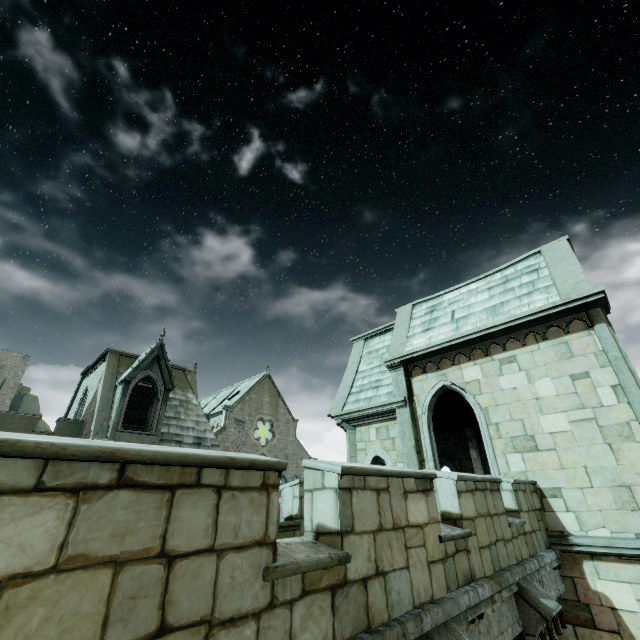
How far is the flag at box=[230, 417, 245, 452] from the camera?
38.66m

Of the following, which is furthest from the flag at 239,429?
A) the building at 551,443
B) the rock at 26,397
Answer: the rock at 26,397

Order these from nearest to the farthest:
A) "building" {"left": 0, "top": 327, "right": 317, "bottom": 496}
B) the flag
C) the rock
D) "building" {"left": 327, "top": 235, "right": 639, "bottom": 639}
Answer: "building" {"left": 327, "top": 235, "right": 639, "bottom": 639} → "building" {"left": 0, "top": 327, "right": 317, "bottom": 496} → the flag → the rock

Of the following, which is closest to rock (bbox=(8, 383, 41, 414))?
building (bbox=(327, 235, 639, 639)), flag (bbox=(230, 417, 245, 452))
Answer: building (bbox=(327, 235, 639, 639))

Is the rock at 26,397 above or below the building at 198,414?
above

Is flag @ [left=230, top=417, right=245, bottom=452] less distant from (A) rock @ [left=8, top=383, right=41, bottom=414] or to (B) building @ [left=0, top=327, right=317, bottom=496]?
(B) building @ [left=0, top=327, right=317, bottom=496]

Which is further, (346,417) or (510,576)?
(346,417)
